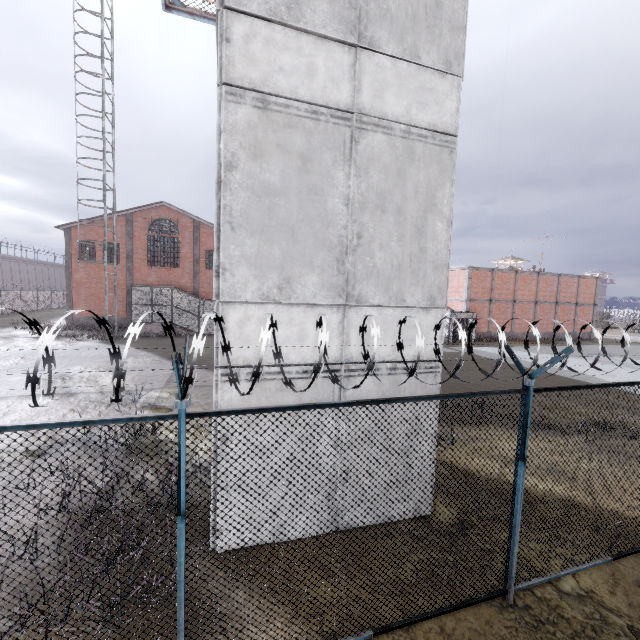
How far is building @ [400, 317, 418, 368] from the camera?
5.65m

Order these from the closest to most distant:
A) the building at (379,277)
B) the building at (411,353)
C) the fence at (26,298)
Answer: the fence at (26,298)
the building at (379,277)
the building at (411,353)

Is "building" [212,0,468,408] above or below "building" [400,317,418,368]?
above

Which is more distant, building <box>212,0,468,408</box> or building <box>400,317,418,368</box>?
building <box>400,317,418,368</box>

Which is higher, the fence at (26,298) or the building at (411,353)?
the building at (411,353)

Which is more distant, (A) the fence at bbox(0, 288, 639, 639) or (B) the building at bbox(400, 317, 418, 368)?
(B) the building at bbox(400, 317, 418, 368)

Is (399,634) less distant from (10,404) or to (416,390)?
(416,390)
